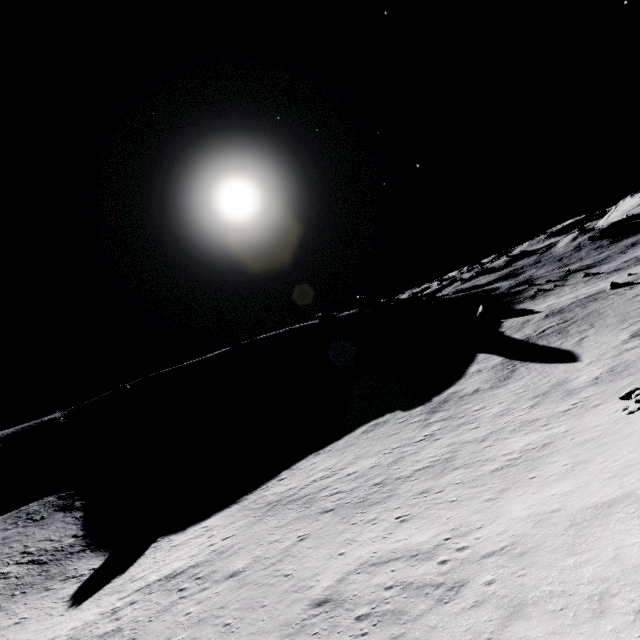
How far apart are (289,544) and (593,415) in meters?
19.8
